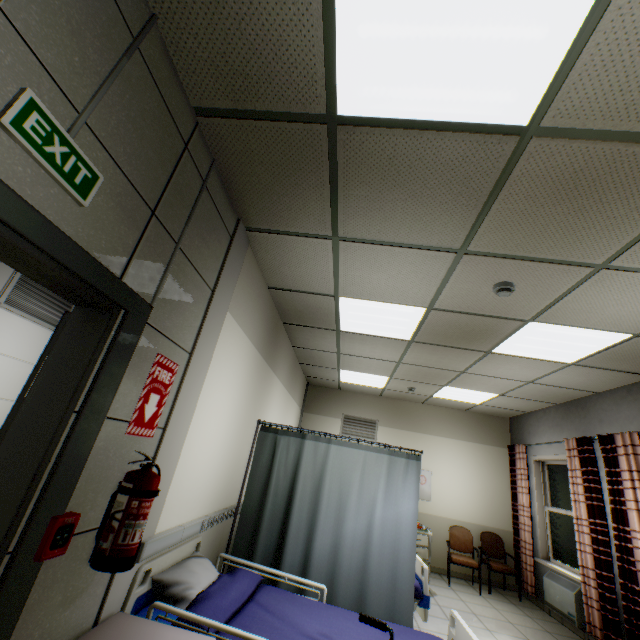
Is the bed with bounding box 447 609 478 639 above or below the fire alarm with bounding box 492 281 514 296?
below

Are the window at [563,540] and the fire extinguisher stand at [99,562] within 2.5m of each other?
no

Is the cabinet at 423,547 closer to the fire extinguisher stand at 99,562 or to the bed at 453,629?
the bed at 453,629

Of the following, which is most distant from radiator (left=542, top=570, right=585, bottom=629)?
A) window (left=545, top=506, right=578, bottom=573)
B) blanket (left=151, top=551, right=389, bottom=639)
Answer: blanket (left=151, top=551, right=389, bottom=639)

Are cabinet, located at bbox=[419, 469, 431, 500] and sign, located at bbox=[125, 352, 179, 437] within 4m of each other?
no

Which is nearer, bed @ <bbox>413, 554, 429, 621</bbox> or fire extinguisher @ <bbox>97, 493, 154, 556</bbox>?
fire extinguisher @ <bbox>97, 493, 154, 556</bbox>

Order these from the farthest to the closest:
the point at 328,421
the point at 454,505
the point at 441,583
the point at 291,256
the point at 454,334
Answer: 1. the point at 328,421
2. the point at 454,505
3. the point at 441,583
4. the point at 454,334
5. the point at 291,256

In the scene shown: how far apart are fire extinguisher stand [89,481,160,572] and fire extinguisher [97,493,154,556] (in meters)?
0.01
